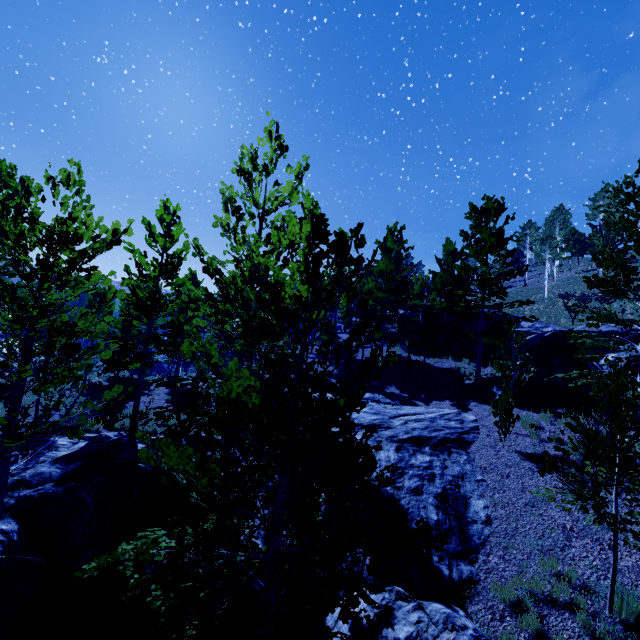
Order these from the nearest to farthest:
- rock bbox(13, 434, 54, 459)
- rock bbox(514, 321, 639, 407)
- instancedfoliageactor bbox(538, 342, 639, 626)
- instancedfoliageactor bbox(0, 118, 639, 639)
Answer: instancedfoliageactor bbox(0, 118, 639, 639) → instancedfoliageactor bbox(538, 342, 639, 626) → rock bbox(13, 434, 54, 459) → rock bbox(514, 321, 639, 407)

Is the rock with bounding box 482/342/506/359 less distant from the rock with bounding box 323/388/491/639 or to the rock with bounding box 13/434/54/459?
the rock with bounding box 323/388/491/639

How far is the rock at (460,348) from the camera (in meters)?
23.31

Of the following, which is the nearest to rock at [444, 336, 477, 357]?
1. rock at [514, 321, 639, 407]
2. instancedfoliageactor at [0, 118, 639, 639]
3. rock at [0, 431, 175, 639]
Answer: instancedfoliageactor at [0, 118, 639, 639]

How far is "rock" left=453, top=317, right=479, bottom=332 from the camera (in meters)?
23.63

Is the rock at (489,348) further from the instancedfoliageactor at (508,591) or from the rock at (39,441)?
the rock at (39,441)

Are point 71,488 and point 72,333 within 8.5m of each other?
yes
